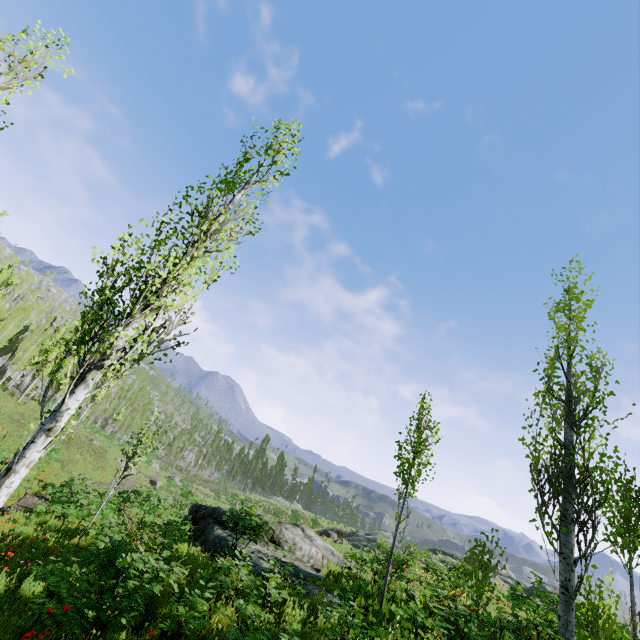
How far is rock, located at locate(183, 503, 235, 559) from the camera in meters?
11.6

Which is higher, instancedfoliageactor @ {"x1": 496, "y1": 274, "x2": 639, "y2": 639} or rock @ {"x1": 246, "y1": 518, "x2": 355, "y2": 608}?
instancedfoliageactor @ {"x1": 496, "y1": 274, "x2": 639, "y2": 639}

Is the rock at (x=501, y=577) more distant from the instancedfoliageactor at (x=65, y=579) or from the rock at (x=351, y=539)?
the rock at (x=351, y=539)

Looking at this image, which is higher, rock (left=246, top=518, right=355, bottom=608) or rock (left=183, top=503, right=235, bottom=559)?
rock (left=246, top=518, right=355, bottom=608)

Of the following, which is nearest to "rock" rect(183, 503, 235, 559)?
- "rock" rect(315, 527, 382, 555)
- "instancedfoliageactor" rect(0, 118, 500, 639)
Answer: "instancedfoliageactor" rect(0, 118, 500, 639)

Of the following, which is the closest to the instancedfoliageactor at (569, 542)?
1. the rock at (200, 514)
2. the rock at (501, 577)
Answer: the rock at (501, 577)

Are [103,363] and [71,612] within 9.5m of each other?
yes

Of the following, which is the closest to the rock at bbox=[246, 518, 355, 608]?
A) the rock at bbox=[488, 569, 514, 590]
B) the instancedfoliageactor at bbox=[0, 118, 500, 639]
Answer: the instancedfoliageactor at bbox=[0, 118, 500, 639]
